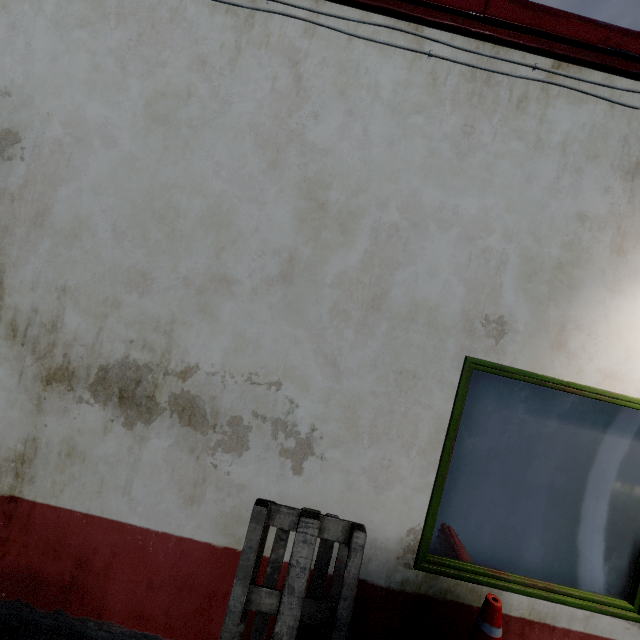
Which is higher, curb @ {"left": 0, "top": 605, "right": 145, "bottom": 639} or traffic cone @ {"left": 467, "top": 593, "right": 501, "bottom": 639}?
traffic cone @ {"left": 467, "top": 593, "right": 501, "bottom": 639}

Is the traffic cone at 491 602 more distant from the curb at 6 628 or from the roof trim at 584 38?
the roof trim at 584 38

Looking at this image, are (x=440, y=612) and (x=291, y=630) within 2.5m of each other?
yes

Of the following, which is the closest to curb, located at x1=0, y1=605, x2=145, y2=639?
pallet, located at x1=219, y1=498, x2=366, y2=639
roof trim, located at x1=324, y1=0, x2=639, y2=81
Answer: pallet, located at x1=219, y1=498, x2=366, y2=639

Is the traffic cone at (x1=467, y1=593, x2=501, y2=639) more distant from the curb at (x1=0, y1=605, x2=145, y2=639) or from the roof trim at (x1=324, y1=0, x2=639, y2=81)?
the roof trim at (x1=324, y1=0, x2=639, y2=81)

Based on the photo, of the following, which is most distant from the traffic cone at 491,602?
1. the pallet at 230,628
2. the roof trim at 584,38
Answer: the roof trim at 584,38

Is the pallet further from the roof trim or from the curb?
the roof trim

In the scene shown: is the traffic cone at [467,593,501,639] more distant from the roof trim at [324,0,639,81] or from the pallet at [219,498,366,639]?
the roof trim at [324,0,639,81]
